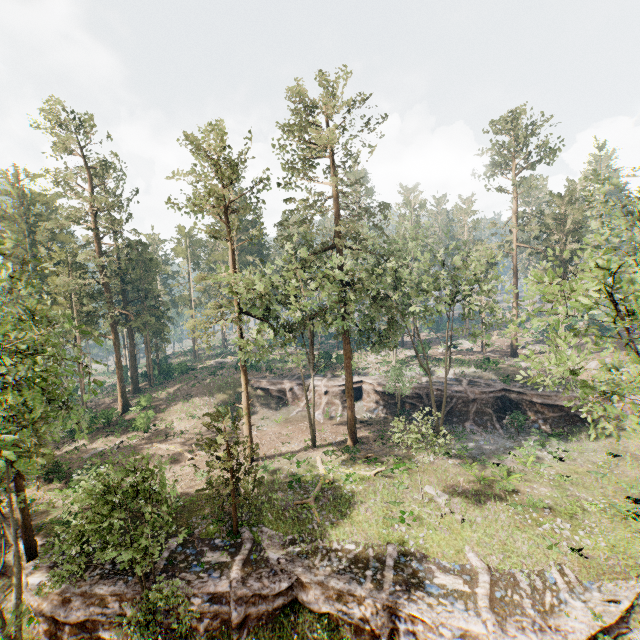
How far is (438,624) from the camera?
14.6m

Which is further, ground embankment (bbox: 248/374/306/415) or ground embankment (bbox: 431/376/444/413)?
ground embankment (bbox: 248/374/306/415)

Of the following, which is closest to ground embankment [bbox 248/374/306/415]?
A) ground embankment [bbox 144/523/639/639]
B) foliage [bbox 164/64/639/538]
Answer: foliage [bbox 164/64/639/538]

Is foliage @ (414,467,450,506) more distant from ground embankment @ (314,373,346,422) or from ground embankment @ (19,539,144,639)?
ground embankment @ (314,373,346,422)

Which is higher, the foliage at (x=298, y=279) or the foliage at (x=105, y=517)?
the foliage at (x=298, y=279)

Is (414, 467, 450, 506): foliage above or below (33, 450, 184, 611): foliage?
below

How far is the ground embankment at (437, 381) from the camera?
36.3 meters
